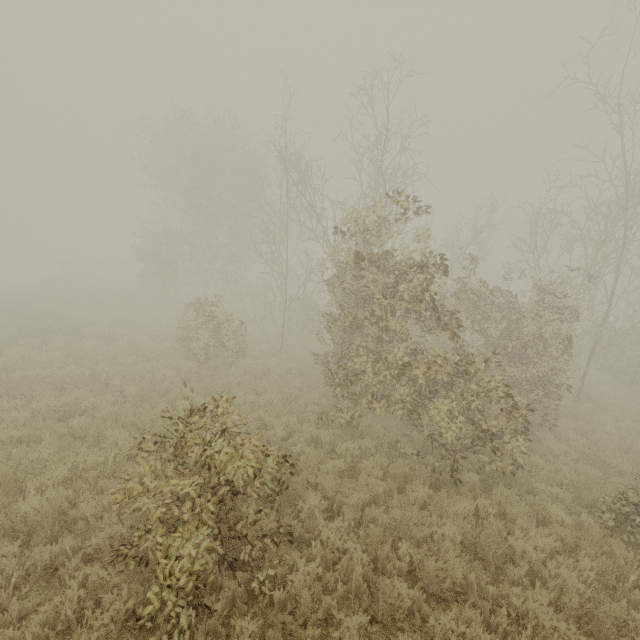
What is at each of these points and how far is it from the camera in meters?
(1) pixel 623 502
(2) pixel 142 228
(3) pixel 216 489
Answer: (1) tree, 6.3 m
(2) tree, 25.9 m
(3) tree, 4.1 m

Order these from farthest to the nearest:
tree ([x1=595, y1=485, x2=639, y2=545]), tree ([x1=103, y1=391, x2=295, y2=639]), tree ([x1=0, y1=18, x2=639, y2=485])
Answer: tree ([x1=0, y1=18, x2=639, y2=485]) < tree ([x1=595, y1=485, x2=639, y2=545]) < tree ([x1=103, y1=391, x2=295, y2=639])

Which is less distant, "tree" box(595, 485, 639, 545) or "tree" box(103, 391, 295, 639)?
"tree" box(103, 391, 295, 639)

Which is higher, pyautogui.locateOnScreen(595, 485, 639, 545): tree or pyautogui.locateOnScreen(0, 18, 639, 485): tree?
pyautogui.locateOnScreen(0, 18, 639, 485): tree

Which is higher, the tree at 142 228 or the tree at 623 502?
the tree at 142 228

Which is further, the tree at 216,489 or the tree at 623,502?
the tree at 623,502
